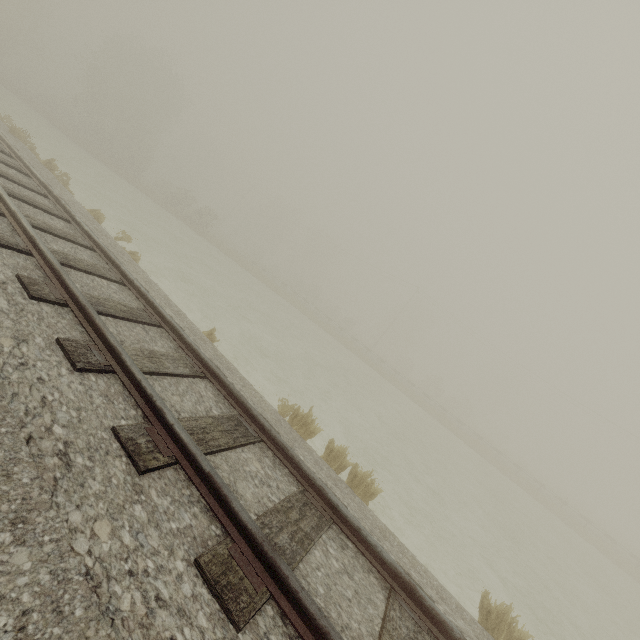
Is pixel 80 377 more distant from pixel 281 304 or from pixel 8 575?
pixel 281 304
